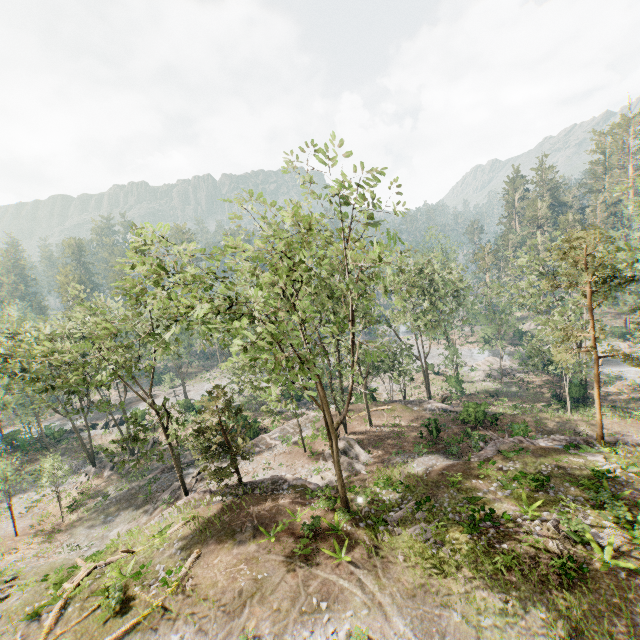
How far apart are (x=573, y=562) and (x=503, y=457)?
8.68m

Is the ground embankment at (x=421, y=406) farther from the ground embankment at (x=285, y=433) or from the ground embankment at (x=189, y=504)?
the ground embankment at (x=189, y=504)

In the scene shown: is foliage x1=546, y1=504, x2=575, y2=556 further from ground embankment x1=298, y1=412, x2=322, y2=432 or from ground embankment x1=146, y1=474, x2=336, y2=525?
ground embankment x1=298, y1=412, x2=322, y2=432

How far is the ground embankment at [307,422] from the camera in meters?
35.0 m

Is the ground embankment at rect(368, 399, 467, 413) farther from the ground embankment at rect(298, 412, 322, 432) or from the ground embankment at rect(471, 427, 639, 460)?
the ground embankment at rect(471, 427, 639, 460)

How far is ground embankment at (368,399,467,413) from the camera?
33.8m

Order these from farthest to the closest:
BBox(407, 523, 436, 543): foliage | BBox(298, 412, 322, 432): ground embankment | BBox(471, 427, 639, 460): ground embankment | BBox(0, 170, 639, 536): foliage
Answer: BBox(298, 412, 322, 432): ground embankment
BBox(471, 427, 639, 460): ground embankment
BBox(407, 523, 436, 543): foliage
BBox(0, 170, 639, 536): foliage

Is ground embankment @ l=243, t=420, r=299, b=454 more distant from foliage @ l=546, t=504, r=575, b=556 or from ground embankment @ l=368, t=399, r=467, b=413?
ground embankment @ l=368, t=399, r=467, b=413
